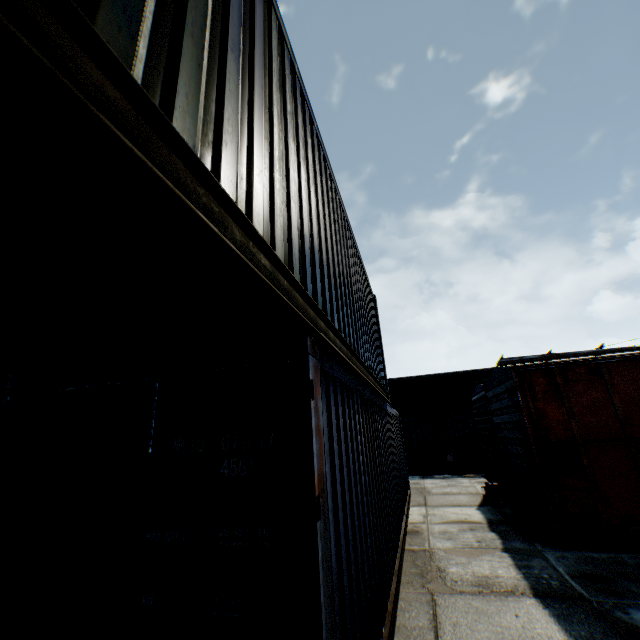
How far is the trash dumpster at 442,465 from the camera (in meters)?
17.11

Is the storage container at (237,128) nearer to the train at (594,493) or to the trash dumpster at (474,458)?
the train at (594,493)

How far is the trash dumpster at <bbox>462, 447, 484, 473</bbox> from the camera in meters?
16.7 m

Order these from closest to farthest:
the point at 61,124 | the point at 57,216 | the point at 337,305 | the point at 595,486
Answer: the point at 61,124
the point at 57,216
the point at 337,305
the point at 595,486

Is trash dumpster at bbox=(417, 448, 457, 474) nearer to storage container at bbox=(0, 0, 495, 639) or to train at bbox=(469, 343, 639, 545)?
train at bbox=(469, 343, 639, 545)

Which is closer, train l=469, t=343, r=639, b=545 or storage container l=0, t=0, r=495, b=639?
storage container l=0, t=0, r=495, b=639

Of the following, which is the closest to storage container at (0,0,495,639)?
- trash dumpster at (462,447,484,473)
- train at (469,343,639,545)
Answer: train at (469,343,639,545)
